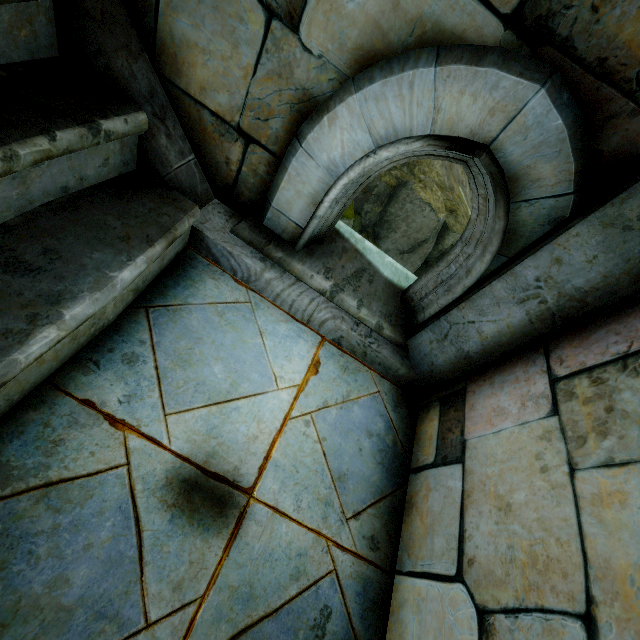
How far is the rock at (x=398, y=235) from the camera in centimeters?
1385cm

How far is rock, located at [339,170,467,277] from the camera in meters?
13.9 m

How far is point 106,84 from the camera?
1.3 meters

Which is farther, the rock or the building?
the rock

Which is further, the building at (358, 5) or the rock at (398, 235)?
the rock at (398, 235)

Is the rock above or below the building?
below
